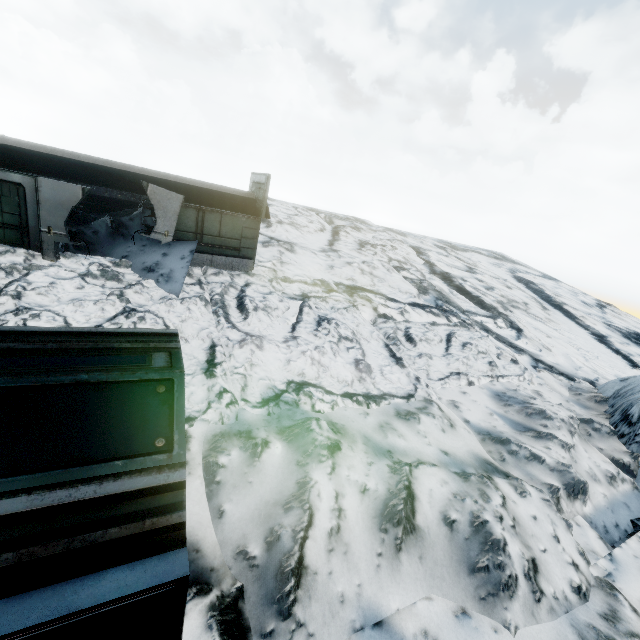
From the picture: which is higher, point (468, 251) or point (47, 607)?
point (468, 251)

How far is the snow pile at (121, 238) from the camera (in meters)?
11.54

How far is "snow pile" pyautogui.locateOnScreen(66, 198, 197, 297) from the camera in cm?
1154
